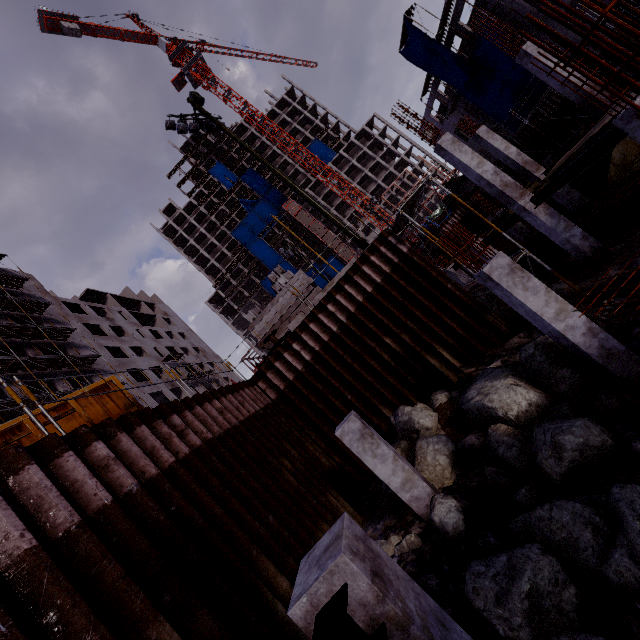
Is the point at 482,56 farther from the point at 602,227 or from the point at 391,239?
the point at 391,239

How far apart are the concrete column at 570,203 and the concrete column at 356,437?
17.1 meters

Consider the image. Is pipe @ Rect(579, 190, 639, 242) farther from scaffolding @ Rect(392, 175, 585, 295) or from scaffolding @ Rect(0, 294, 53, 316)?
scaffolding @ Rect(0, 294, 53, 316)

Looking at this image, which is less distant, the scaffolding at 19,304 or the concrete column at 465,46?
the scaffolding at 19,304

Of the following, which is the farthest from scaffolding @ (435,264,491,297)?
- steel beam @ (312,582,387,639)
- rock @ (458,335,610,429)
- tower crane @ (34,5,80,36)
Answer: tower crane @ (34,5,80,36)

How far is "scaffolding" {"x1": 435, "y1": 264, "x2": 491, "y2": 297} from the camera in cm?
1106

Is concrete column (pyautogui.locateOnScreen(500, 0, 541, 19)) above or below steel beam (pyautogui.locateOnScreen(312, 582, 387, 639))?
above

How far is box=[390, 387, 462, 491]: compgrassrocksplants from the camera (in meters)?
7.57
